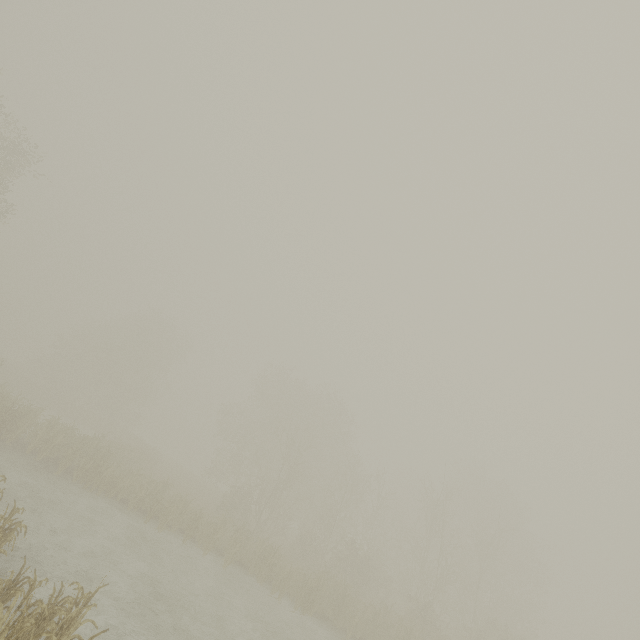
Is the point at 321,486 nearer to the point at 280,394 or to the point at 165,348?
the point at 280,394
